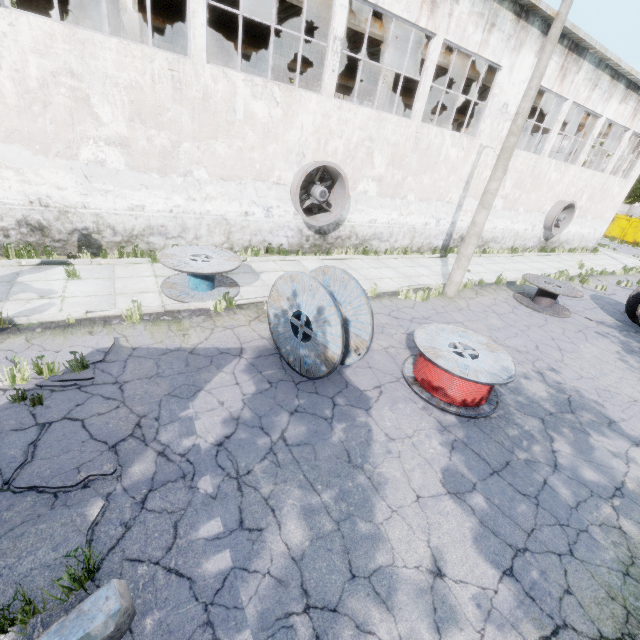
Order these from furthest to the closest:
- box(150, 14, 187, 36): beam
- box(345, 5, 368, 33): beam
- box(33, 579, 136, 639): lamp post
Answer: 1. box(150, 14, 187, 36): beam
2. box(345, 5, 368, 33): beam
3. box(33, 579, 136, 639): lamp post

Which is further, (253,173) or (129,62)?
(253,173)

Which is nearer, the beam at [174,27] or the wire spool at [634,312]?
the wire spool at [634,312]

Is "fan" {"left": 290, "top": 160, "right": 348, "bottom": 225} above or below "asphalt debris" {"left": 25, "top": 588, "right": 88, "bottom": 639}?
above

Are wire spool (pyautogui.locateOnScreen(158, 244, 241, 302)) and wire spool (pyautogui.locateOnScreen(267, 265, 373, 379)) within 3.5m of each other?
yes

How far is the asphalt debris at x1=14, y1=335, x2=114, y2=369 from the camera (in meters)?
5.57

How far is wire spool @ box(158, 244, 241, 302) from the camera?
8.0m

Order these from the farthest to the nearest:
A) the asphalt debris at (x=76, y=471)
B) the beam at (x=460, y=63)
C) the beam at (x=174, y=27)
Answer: the beam at (x=174, y=27) → the beam at (x=460, y=63) → the asphalt debris at (x=76, y=471)
